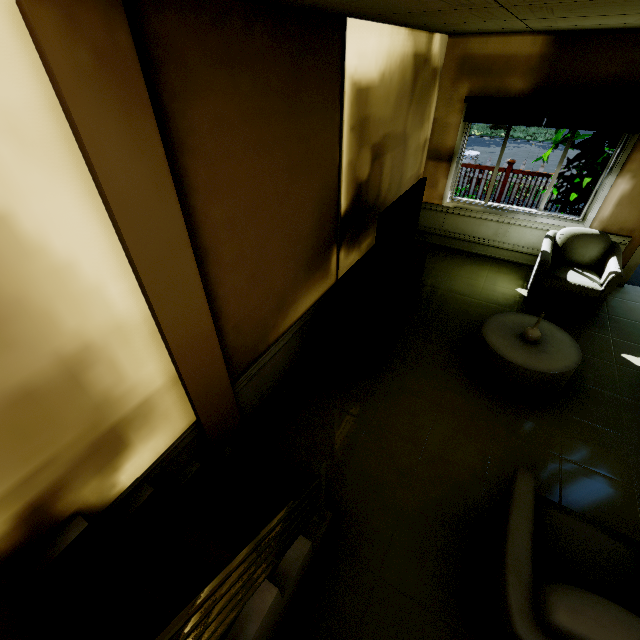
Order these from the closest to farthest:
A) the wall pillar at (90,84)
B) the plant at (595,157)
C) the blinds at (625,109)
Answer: the wall pillar at (90,84) < the blinds at (625,109) < the plant at (595,157)

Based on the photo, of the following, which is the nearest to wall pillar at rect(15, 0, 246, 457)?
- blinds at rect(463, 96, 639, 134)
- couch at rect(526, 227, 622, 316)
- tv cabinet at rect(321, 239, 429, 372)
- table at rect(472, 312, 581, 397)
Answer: tv cabinet at rect(321, 239, 429, 372)

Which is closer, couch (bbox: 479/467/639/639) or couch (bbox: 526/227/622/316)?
couch (bbox: 479/467/639/639)

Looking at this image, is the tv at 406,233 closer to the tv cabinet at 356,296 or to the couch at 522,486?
the tv cabinet at 356,296

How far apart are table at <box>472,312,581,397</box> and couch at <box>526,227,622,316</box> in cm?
76

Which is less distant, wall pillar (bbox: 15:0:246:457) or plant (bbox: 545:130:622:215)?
wall pillar (bbox: 15:0:246:457)

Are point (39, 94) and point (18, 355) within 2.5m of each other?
yes

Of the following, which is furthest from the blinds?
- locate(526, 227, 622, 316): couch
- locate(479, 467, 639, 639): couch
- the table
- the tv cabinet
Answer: locate(479, 467, 639, 639): couch
